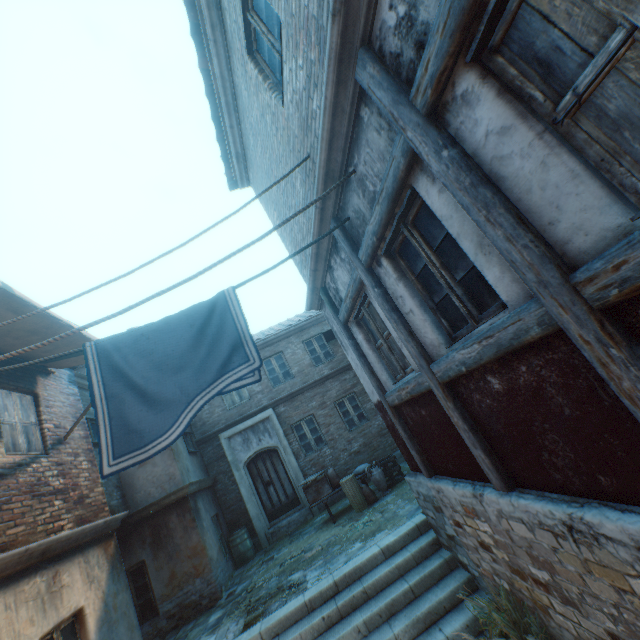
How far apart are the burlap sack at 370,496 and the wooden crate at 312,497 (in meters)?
0.88

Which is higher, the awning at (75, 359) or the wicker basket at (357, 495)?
the awning at (75, 359)

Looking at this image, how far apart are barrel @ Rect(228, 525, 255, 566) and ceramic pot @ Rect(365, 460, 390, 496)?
4.8 meters

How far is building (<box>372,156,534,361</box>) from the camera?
2.4 meters

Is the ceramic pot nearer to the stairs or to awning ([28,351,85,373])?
the stairs

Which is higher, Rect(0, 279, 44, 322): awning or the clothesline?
Rect(0, 279, 44, 322): awning

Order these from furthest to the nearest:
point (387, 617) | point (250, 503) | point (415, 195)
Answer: point (250, 503), point (387, 617), point (415, 195)

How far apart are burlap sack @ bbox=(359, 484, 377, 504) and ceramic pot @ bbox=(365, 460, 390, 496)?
0.1m
